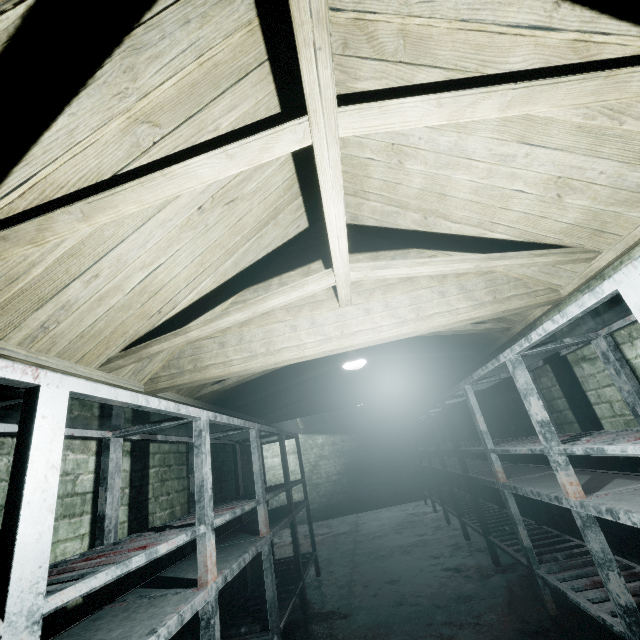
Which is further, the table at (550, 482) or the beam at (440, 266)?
the table at (550, 482)

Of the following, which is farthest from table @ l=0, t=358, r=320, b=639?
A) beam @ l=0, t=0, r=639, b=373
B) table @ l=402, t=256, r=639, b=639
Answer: table @ l=402, t=256, r=639, b=639

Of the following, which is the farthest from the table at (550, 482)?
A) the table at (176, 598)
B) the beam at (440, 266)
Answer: the table at (176, 598)

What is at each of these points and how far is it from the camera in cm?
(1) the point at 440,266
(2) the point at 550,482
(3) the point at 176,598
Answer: (1) beam, 196
(2) table, 225
(3) table, 149

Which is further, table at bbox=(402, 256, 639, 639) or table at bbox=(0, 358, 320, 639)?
table at bbox=(402, 256, 639, 639)

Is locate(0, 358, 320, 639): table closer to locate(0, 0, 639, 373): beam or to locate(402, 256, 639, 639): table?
locate(0, 0, 639, 373): beam
